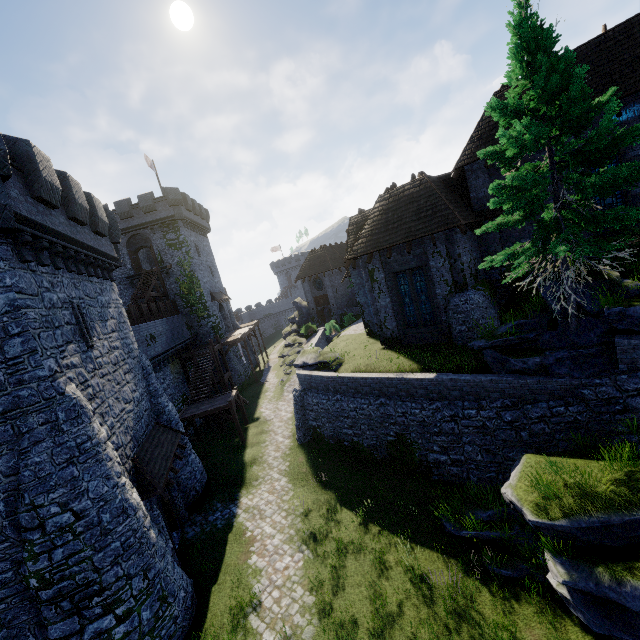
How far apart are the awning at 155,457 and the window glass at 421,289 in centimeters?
1440cm

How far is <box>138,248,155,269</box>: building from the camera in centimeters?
4077cm

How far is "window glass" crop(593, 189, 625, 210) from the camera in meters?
13.8 m

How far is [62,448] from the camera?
9.41m

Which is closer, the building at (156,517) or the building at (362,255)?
the building at (156,517)

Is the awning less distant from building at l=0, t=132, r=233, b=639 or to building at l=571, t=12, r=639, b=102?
building at l=0, t=132, r=233, b=639

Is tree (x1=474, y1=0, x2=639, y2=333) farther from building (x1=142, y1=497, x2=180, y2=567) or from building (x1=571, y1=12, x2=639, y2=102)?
building (x1=142, y1=497, x2=180, y2=567)

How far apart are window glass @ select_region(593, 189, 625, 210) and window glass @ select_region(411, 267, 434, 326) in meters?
7.6
